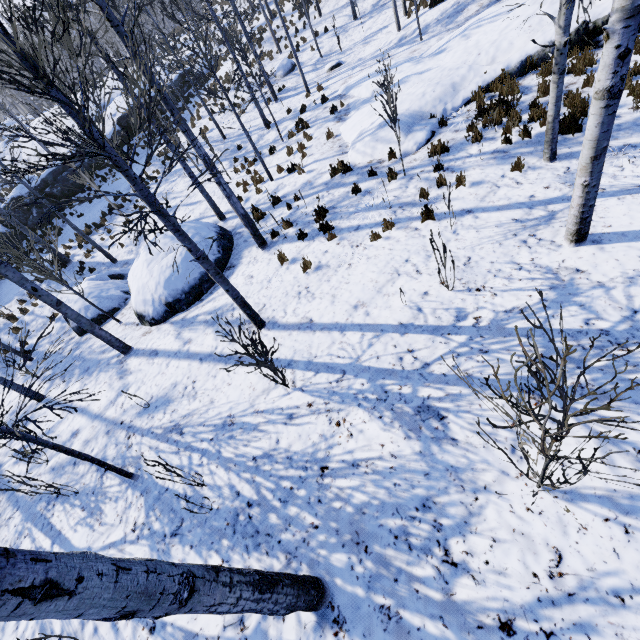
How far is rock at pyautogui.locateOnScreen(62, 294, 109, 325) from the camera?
11.2m

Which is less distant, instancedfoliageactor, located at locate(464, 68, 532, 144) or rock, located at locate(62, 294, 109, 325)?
instancedfoliageactor, located at locate(464, 68, 532, 144)

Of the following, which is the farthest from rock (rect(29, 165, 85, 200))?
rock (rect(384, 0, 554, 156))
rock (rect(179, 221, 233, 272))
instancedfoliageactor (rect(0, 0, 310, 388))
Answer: rock (rect(384, 0, 554, 156))

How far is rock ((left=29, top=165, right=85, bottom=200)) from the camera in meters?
20.2 m

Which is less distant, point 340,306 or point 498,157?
point 340,306

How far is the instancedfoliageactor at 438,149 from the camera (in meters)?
8.11

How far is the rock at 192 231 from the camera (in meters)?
9.75

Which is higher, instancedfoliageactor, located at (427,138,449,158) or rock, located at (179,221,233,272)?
instancedfoliageactor, located at (427,138,449,158)
